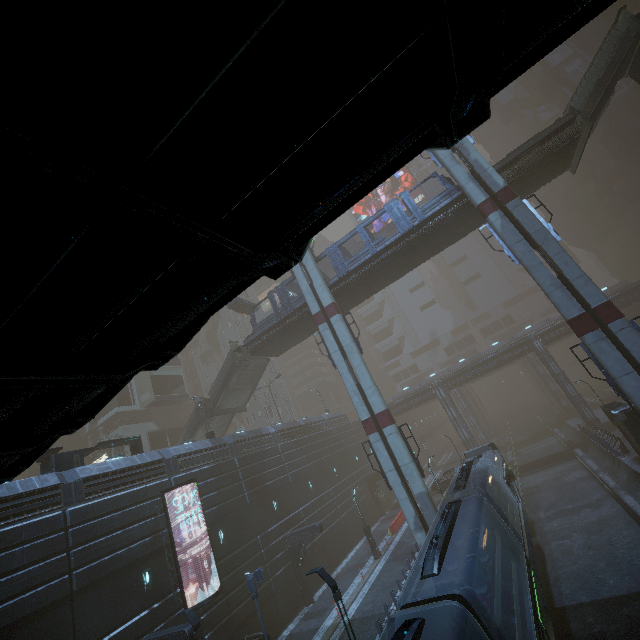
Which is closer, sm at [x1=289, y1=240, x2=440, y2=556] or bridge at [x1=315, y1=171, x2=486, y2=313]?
sm at [x1=289, y1=240, x2=440, y2=556]

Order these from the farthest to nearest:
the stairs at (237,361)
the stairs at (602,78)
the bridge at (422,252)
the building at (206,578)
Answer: the stairs at (237,361), the bridge at (422,252), the stairs at (602,78), the building at (206,578)

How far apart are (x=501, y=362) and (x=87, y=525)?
45.0 meters

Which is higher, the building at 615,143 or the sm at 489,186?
the building at 615,143

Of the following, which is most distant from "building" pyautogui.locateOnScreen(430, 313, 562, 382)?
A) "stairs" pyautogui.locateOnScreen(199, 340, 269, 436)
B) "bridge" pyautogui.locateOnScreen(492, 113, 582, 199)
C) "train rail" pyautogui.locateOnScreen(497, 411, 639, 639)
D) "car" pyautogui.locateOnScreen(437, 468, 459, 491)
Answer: "bridge" pyautogui.locateOnScreen(492, 113, 582, 199)

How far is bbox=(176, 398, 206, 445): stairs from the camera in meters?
32.1

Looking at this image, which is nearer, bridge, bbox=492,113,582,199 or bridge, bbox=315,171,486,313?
bridge, bbox=492,113,582,199

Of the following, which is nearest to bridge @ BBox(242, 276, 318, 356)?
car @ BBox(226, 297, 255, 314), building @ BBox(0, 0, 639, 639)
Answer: car @ BBox(226, 297, 255, 314)
